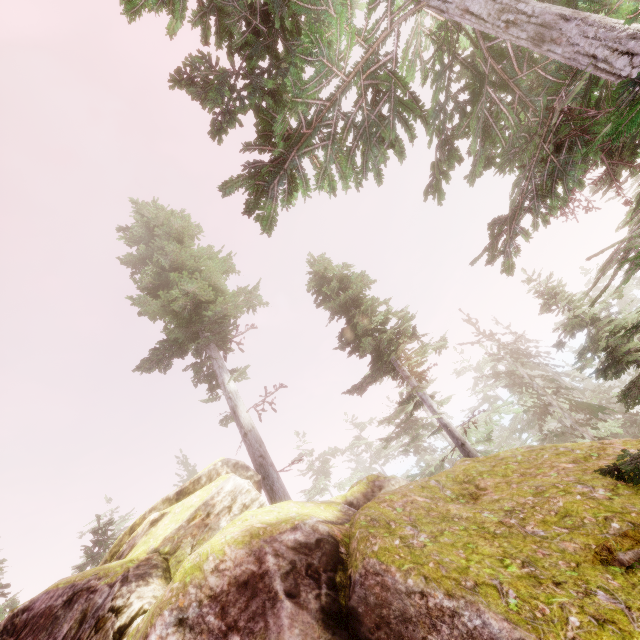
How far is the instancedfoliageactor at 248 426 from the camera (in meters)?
14.13

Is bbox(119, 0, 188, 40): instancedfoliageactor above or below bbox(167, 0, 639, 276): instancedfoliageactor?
above

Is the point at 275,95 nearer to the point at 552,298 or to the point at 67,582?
the point at 67,582

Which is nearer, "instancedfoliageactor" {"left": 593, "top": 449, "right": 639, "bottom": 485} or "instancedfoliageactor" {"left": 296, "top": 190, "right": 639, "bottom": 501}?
"instancedfoliageactor" {"left": 593, "top": 449, "right": 639, "bottom": 485}

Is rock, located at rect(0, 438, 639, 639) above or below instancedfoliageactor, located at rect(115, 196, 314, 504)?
below

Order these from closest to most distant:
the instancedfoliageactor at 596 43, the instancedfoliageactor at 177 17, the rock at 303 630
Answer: the rock at 303 630 → the instancedfoliageactor at 596 43 → the instancedfoliageactor at 177 17

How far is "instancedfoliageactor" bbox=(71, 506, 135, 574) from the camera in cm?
1733
